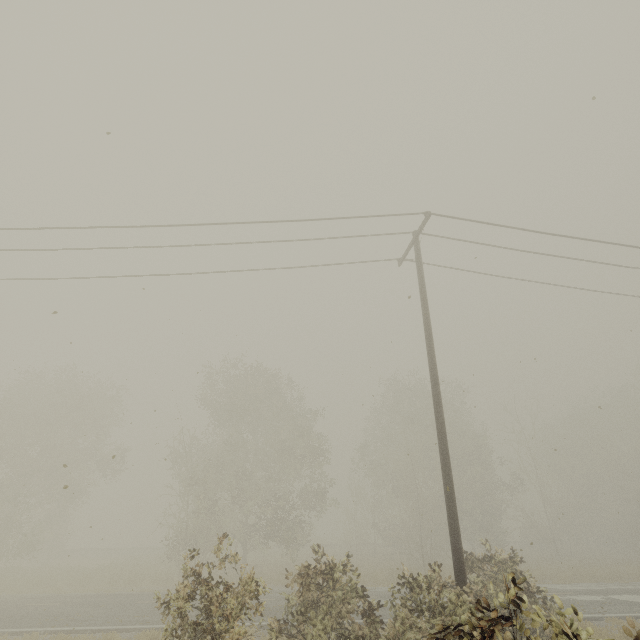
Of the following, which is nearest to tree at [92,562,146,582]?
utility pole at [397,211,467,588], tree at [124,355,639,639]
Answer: utility pole at [397,211,467,588]

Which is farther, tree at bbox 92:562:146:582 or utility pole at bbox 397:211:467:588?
tree at bbox 92:562:146:582

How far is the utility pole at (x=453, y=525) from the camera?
7.61m

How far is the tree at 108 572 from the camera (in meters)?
22.16

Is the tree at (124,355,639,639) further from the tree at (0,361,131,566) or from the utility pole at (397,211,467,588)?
the tree at (0,361,131,566)

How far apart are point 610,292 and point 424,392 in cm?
2318

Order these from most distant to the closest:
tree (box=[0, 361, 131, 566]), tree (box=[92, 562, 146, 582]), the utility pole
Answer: tree (box=[0, 361, 131, 566]) → tree (box=[92, 562, 146, 582]) → the utility pole

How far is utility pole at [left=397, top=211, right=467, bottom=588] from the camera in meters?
7.6 m
